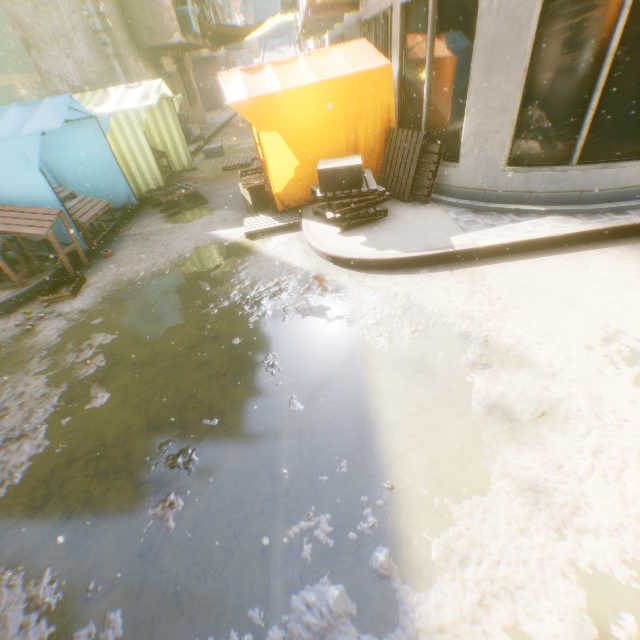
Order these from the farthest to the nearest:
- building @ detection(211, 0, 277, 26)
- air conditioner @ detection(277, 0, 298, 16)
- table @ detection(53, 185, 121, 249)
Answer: building @ detection(211, 0, 277, 26) → air conditioner @ detection(277, 0, 298, 16) → table @ detection(53, 185, 121, 249)

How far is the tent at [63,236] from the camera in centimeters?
616cm

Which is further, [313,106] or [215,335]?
[313,106]

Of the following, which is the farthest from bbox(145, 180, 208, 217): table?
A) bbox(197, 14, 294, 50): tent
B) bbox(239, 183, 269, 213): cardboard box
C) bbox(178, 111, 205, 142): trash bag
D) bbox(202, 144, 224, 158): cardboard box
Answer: bbox(202, 144, 224, 158): cardboard box

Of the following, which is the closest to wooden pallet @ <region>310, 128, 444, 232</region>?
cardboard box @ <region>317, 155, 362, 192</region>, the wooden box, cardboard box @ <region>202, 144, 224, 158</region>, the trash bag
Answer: cardboard box @ <region>317, 155, 362, 192</region>

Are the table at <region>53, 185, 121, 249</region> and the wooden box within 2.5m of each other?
→ yes

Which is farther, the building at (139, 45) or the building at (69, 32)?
the building at (139, 45)

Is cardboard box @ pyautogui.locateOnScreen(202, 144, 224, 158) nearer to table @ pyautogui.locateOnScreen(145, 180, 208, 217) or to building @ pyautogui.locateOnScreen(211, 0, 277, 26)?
building @ pyautogui.locateOnScreen(211, 0, 277, 26)
